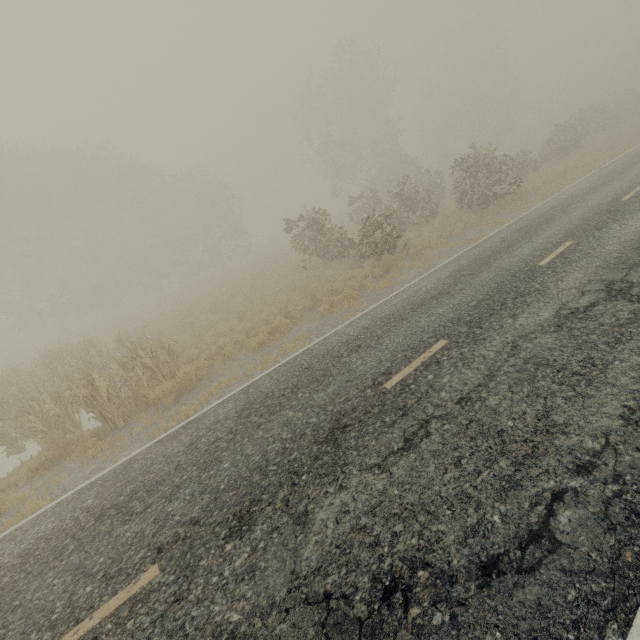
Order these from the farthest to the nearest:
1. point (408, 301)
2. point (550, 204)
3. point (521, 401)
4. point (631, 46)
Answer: point (631, 46) < point (550, 204) < point (408, 301) < point (521, 401)
